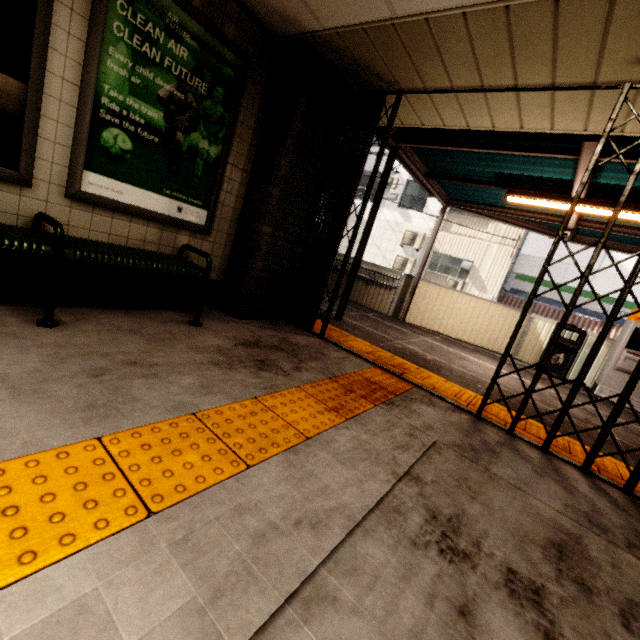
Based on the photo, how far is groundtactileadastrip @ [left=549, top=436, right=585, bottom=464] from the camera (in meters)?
2.88

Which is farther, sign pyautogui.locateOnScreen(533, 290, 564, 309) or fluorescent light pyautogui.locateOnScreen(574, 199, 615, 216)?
sign pyautogui.locateOnScreen(533, 290, 564, 309)

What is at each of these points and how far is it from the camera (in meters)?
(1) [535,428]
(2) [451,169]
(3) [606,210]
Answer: (1) groundtactileadastrip, 3.35
(2) exterior awning, 5.86
(3) fluorescent light, 4.73

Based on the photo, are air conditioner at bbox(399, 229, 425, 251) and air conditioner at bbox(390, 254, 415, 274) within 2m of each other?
yes

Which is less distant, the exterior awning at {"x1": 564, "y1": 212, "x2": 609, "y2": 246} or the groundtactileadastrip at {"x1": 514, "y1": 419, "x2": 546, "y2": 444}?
the groundtactileadastrip at {"x1": 514, "y1": 419, "x2": 546, "y2": 444}

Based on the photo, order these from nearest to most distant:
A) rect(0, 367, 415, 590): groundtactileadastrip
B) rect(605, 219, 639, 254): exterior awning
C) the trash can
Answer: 1. rect(0, 367, 415, 590): groundtactileadastrip
2. rect(605, 219, 639, 254): exterior awning
3. the trash can

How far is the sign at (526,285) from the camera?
14.7 meters

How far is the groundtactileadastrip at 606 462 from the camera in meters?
2.7
